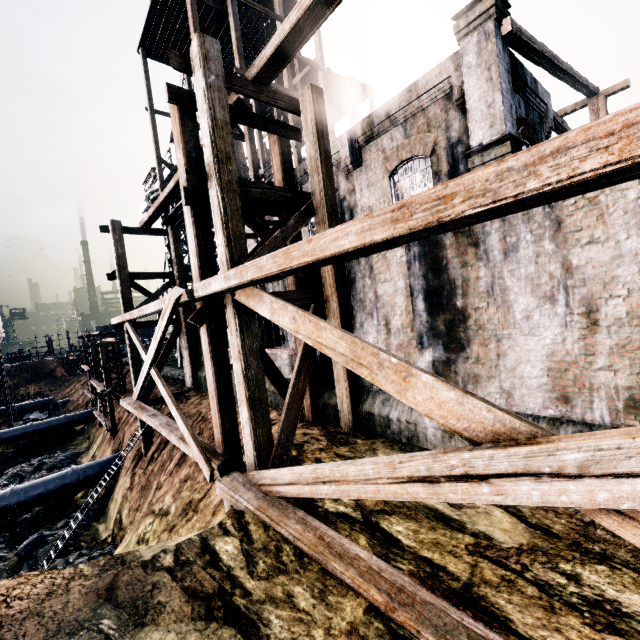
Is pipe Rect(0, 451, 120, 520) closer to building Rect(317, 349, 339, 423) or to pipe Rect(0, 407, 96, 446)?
building Rect(317, 349, 339, 423)

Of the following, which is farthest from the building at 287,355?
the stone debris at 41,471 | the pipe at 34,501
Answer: the stone debris at 41,471

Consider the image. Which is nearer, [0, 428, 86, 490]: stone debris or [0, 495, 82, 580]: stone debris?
[0, 495, 82, 580]: stone debris

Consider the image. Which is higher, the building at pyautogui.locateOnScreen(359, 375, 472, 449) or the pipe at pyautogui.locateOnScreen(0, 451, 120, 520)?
the building at pyautogui.locateOnScreen(359, 375, 472, 449)

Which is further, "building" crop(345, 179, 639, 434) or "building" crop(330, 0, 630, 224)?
"building" crop(330, 0, 630, 224)

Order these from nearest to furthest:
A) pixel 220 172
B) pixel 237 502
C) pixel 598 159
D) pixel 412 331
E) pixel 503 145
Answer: pixel 598 159 → pixel 237 502 → pixel 220 172 → pixel 412 331 → pixel 503 145

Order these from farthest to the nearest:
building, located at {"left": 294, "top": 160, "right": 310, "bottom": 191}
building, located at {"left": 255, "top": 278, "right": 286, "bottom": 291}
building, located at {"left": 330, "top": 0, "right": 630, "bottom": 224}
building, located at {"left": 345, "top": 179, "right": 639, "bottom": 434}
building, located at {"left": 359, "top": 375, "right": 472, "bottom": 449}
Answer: building, located at {"left": 294, "top": 160, "right": 310, "bottom": 191} → building, located at {"left": 255, "top": 278, "right": 286, "bottom": 291} → building, located at {"left": 330, "top": 0, "right": 630, "bottom": 224} → building, located at {"left": 359, "top": 375, "right": 472, "bottom": 449} → building, located at {"left": 345, "top": 179, "right": 639, "bottom": 434}
